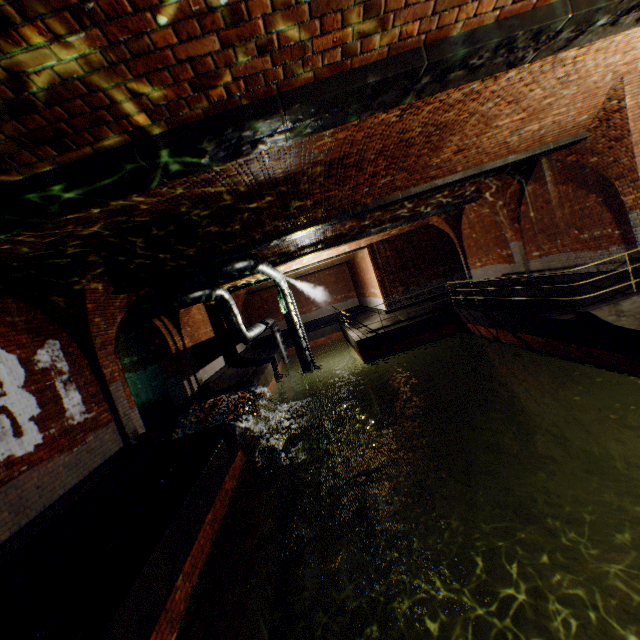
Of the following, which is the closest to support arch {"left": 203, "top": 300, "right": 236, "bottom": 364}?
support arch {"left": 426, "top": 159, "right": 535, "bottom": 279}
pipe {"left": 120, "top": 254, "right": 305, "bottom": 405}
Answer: pipe {"left": 120, "top": 254, "right": 305, "bottom": 405}

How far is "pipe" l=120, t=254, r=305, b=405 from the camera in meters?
9.5 m

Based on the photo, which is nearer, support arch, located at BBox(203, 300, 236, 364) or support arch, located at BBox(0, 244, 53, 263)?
support arch, located at BBox(0, 244, 53, 263)

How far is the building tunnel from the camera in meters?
12.1 m

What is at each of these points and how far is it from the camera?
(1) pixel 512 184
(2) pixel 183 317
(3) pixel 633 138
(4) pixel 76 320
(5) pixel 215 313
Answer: (1) support arch, 11.8 meters
(2) support arch, 12.8 meters
(3) support arch, 7.3 meters
(4) support arch, 7.2 meters
(5) support arch, 17.5 meters

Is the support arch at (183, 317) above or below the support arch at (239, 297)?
below

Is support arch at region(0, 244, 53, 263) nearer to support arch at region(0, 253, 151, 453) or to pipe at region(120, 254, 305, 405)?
support arch at region(0, 253, 151, 453)

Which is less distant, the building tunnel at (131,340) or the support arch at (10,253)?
the support arch at (10,253)
